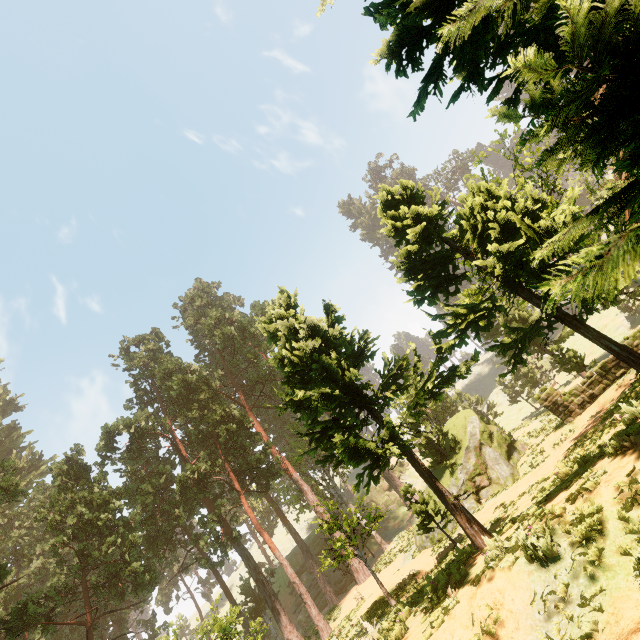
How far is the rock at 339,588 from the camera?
39.59m

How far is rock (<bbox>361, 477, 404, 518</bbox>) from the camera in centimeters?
5034cm

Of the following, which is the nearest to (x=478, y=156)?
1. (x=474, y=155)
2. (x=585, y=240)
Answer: (x=474, y=155)

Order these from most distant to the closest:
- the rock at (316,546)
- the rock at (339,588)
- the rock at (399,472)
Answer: the rock at (399,472) < the rock at (316,546) < the rock at (339,588)

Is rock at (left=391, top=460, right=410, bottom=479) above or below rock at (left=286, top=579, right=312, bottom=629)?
above

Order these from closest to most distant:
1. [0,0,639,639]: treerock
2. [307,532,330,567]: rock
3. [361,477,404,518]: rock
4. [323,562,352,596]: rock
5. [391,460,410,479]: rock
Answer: [0,0,639,639]: treerock < [323,562,352,596]: rock < [307,532,330,567]: rock < [361,477,404,518]: rock < [391,460,410,479]: rock

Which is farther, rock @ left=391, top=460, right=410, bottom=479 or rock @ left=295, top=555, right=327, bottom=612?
rock @ left=391, top=460, right=410, bottom=479
